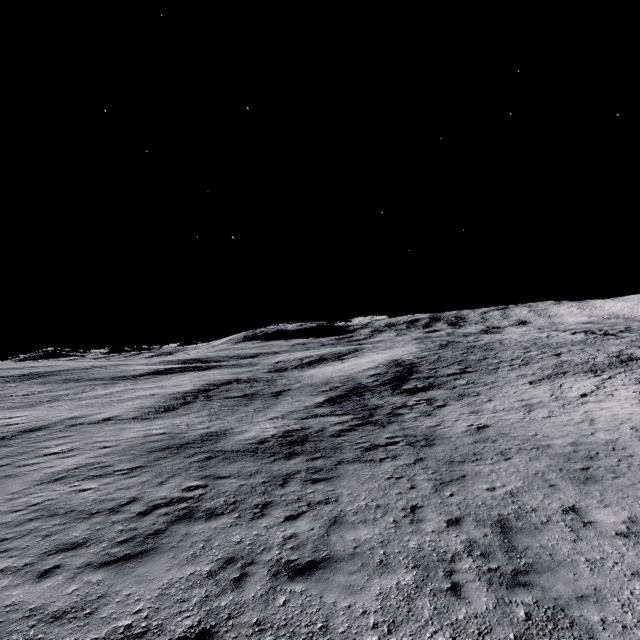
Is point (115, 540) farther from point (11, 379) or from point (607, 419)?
point (11, 379)
